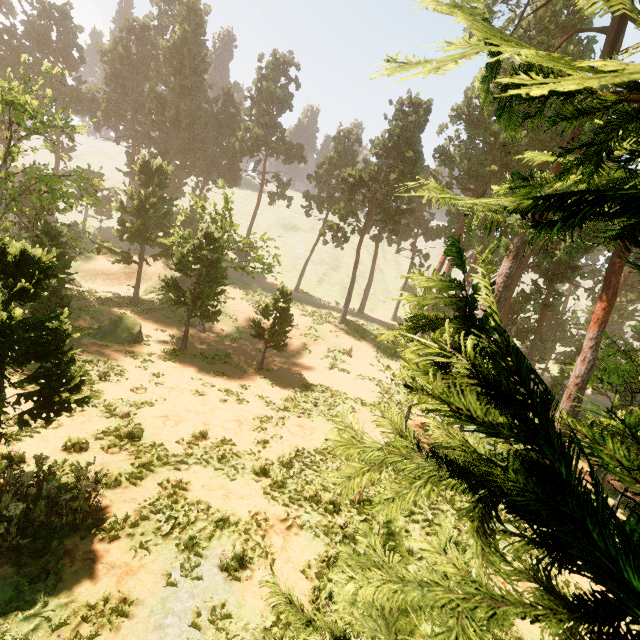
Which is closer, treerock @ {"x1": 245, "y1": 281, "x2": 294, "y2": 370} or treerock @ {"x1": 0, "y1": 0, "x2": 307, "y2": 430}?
treerock @ {"x1": 0, "y1": 0, "x2": 307, "y2": 430}

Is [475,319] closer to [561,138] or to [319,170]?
[561,138]

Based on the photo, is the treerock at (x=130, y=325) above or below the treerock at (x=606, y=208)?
below

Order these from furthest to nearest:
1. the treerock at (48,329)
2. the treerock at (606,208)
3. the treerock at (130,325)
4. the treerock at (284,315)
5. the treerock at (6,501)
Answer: the treerock at (284,315) < the treerock at (130,325) < the treerock at (48,329) < the treerock at (6,501) < the treerock at (606,208)

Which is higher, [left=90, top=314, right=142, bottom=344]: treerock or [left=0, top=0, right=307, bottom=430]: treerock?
[left=0, top=0, right=307, bottom=430]: treerock

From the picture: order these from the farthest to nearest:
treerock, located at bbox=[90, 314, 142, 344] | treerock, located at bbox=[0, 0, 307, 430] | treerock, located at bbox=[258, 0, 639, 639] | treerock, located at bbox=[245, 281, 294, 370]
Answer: treerock, located at bbox=[245, 281, 294, 370] → treerock, located at bbox=[90, 314, 142, 344] → treerock, located at bbox=[0, 0, 307, 430] → treerock, located at bbox=[258, 0, 639, 639]

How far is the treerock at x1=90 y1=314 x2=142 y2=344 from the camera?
20.2 meters
